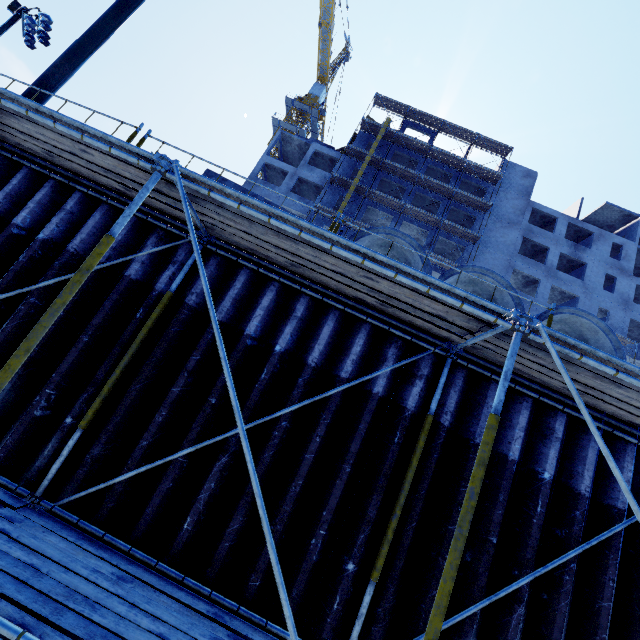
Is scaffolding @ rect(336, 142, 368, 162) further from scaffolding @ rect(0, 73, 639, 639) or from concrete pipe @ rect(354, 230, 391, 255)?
concrete pipe @ rect(354, 230, 391, 255)

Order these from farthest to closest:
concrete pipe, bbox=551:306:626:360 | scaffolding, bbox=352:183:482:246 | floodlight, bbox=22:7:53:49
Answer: scaffolding, bbox=352:183:482:246
floodlight, bbox=22:7:53:49
concrete pipe, bbox=551:306:626:360

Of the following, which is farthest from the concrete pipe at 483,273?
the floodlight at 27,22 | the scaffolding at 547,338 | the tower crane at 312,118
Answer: the tower crane at 312,118

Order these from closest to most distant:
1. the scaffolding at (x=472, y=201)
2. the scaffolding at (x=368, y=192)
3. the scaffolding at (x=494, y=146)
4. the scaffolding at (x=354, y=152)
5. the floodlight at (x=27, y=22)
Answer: Result: the floodlight at (x=27, y=22) → the scaffolding at (x=368, y=192) → the scaffolding at (x=472, y=201) → the scaffolding at (x=354, y=152) → the scaffolding at (x=494, y=146)

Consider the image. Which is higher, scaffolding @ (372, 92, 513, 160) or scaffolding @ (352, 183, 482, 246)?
scaffolding @ (372, 92, 513, 160)

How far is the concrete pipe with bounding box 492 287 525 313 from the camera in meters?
5.5 m

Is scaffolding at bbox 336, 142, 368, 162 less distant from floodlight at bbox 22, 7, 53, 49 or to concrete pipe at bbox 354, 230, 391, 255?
concrete pipe at bbox 354, 230, 391, 255

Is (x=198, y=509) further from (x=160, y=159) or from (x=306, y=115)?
(x=306, y=115)
